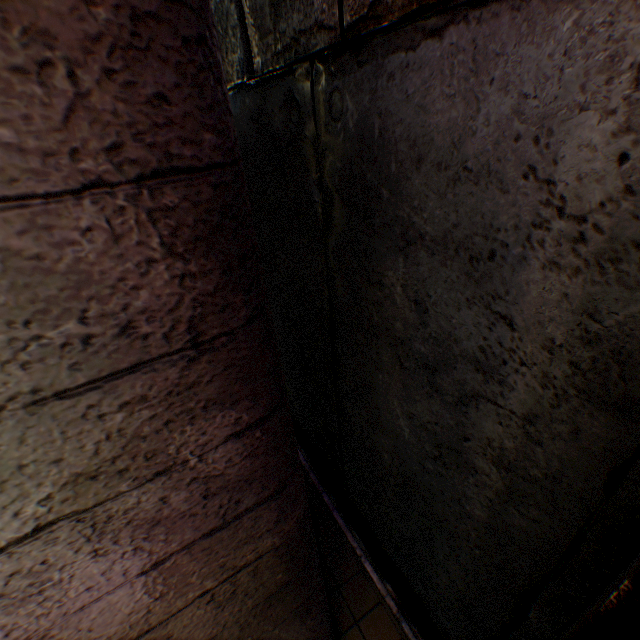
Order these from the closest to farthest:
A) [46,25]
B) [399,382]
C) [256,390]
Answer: [46,25] → [256,390] → [399,382]
